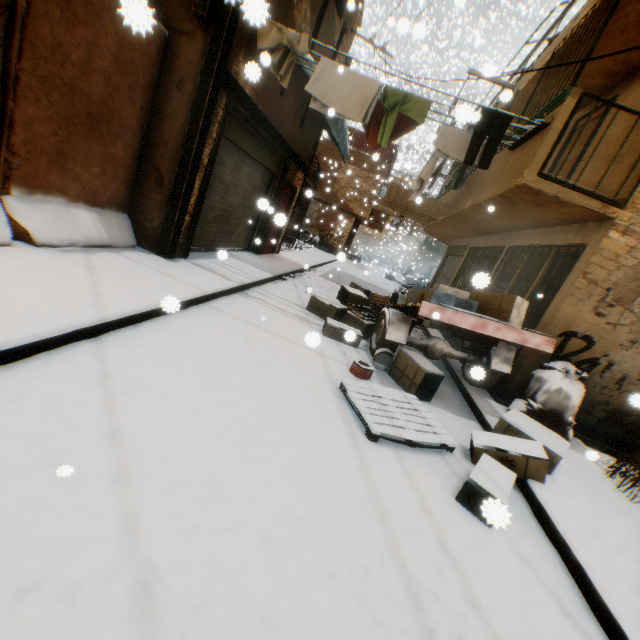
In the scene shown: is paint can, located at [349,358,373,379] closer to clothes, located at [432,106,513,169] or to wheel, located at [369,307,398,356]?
wheel, located at [369,307,398,356]

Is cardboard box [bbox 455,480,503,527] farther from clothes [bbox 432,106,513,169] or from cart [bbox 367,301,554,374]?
clothes [bbox 432,106,513,169]

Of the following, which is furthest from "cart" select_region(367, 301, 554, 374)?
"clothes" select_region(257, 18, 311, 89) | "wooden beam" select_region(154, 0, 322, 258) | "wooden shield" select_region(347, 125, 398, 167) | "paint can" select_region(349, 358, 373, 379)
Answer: "wooden shield" select_region(347, 125, 398, 167)

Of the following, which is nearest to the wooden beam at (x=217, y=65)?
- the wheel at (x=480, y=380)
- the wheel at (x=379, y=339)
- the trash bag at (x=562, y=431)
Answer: the trash bag at (x=562, y=431)

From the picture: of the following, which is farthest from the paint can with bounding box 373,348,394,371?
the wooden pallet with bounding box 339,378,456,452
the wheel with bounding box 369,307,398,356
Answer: the wooden pallet with bounding box 339,378,456,452

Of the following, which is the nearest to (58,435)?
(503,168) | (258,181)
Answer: (503,168)

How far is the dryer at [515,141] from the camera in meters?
4.9 m

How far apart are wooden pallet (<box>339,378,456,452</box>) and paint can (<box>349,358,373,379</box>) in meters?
0.3 m
